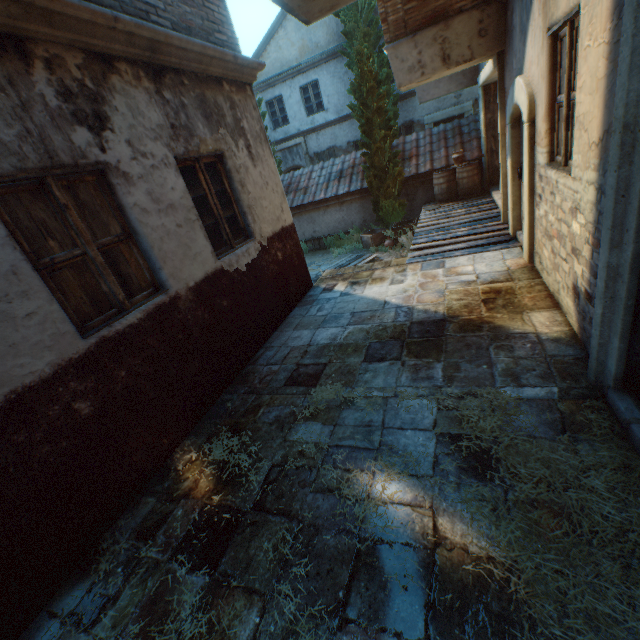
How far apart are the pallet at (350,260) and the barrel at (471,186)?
2.8 meters

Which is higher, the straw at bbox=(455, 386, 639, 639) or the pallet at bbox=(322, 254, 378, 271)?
the straw at bbox=(455, 386, 639, 639)

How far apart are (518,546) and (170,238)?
4.05m

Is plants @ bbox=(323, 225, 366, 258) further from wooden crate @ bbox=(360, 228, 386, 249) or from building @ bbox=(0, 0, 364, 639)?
building @ bbox=(0, 0, 364, 639)

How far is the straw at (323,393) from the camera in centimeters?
341cm

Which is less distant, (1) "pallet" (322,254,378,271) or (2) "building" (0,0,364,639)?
(2) "building" (0,0,364,639)

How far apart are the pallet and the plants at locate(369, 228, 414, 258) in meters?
0.8 m

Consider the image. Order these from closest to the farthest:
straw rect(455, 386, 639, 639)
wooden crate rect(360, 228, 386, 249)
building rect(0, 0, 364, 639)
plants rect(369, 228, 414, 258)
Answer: straw rect(455, 386, 639, 639) < building rect(0, 0, 364, 639) < plants rect(369, 228, 414, 258) < wooden crate rect(360, 228, 386, 249)
